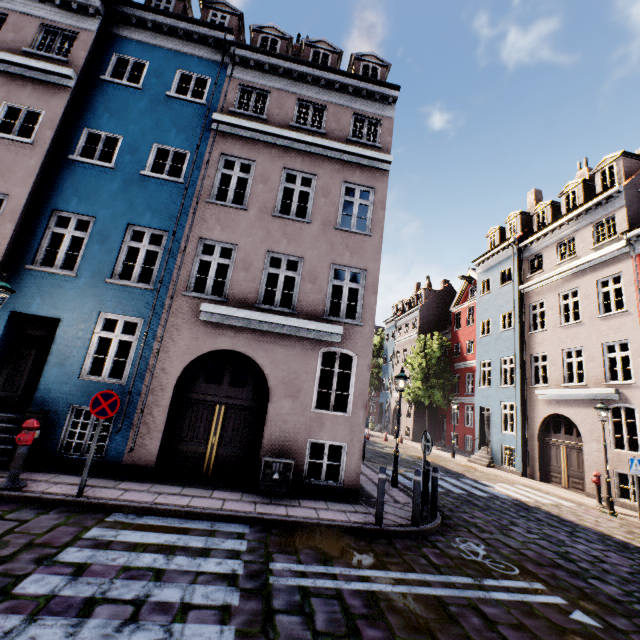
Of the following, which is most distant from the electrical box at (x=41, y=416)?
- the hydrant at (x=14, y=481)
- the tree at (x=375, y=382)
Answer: the tree at (x=375, y=382)

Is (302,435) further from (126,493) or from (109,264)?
(109,264)

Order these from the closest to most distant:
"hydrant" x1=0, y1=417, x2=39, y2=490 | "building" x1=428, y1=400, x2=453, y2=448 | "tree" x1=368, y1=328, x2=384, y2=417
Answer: "hydrant" x1=0, y1=417, x2=39, y2=490, "building" x1=428, y1=400, x2=453, y2=448, "tree" x1=368, y1=328, x2=384, y2=417

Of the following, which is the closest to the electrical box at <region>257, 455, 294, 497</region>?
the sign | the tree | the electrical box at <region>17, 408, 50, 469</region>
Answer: the sign

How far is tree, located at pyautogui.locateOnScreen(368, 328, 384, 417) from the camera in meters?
41.0

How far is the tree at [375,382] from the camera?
41.0m

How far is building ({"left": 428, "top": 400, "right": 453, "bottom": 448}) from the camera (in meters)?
28.75

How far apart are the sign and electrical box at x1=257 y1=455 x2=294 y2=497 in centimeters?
342cm
